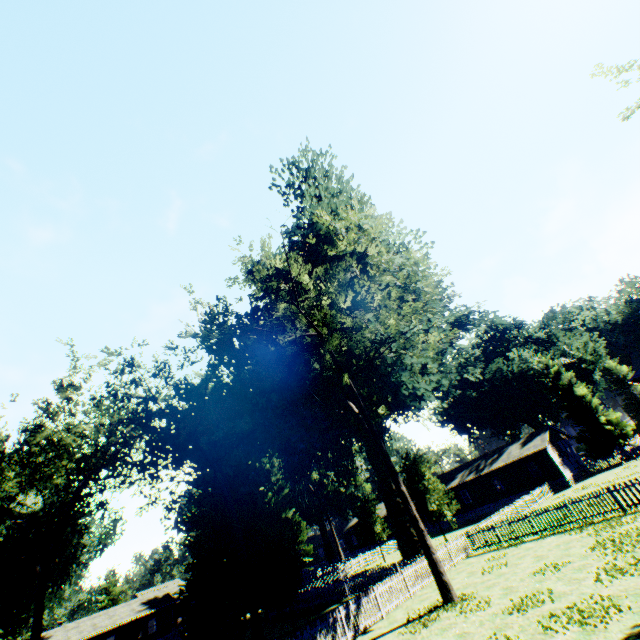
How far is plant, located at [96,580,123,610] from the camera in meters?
57.5 m

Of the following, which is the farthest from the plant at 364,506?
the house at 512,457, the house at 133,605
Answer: the house at 133,605

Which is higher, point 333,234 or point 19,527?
point 333,234

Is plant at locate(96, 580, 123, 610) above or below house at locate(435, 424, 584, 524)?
above

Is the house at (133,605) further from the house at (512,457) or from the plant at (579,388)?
the house at (512,457)

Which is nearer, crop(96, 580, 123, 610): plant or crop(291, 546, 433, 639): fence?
crop(291, 546, 433, 639): fence

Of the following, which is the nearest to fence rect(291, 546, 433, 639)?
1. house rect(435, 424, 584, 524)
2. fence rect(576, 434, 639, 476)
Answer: house rect(435, 424, 584, 524)

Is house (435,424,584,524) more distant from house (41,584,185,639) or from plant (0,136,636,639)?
house (41,584,185,639)
